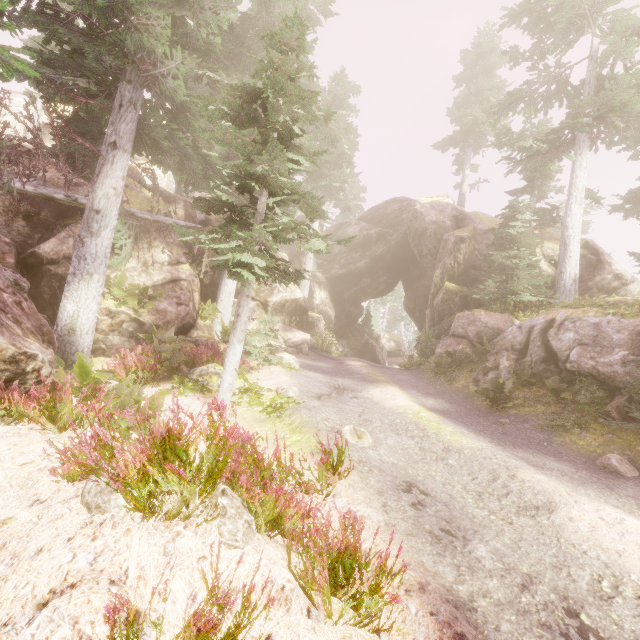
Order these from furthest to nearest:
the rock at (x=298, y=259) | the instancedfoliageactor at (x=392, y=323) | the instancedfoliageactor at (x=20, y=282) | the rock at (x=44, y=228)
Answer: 1. the rock at (x=298, y=259)
2. the instancedfoliageactor at (x=392, y=323)
3. the instancedfoliageactor at (x=20, y=282)
4. the rock at (x=44, y=228)

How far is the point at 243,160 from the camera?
7.63m

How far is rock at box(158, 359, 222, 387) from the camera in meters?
9.5 m

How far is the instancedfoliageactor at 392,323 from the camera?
14.1 meters

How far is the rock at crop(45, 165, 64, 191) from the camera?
12.8 meters

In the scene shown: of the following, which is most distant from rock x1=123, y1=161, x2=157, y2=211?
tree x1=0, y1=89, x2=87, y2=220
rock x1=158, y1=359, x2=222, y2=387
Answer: rock x1=158, y1=359, x2=222, y2=387
